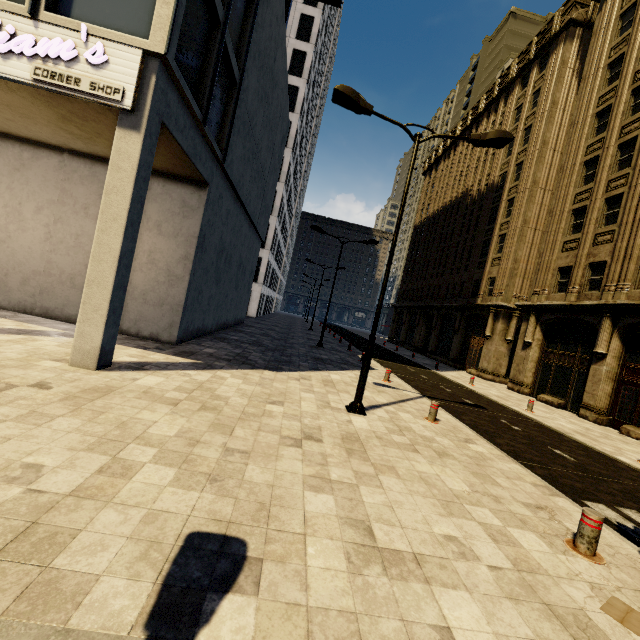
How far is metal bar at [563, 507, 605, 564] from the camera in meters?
4.2

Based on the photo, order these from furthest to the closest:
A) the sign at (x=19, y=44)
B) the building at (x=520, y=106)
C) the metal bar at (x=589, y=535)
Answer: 1. the building at (x=520, y=106)
2. the sign at (x=19, y=44)
3. the metal bar at (x=589, y=535)

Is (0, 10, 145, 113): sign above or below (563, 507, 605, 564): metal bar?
above

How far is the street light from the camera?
8.1 meters

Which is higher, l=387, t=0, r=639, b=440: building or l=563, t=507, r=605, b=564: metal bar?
l=387, t=0, r=639, b=440: building

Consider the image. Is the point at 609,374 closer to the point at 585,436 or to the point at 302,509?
the point at 585,436

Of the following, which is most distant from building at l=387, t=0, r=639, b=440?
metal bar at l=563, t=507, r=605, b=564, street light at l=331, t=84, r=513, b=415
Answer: A: metal bar at l=563, t=507, r=605, b=564

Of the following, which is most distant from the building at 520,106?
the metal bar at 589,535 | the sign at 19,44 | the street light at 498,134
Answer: the metal bar at 589,535
